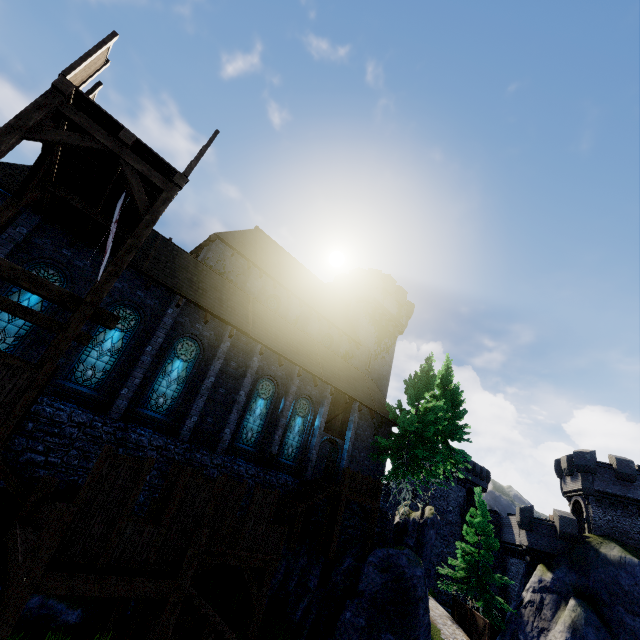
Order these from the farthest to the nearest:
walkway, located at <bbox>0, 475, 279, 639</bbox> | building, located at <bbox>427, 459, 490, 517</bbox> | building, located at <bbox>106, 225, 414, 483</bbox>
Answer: building, located at <bbox>427, 459, 490, 517</bbox> → building, located at <bbox>106, 225, 414, 483</bbox> → walkway, located at <bbox>0, 475, 279, 639</bbox>

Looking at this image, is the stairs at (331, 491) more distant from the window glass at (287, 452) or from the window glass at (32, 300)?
the window glass at (32, 300)

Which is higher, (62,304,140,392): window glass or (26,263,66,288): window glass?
(26,263,66,288): window glass

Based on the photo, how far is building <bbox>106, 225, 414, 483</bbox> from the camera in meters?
15.2 m

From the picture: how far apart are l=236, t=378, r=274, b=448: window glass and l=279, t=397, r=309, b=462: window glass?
1.5m

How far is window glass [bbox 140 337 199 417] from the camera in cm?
1417

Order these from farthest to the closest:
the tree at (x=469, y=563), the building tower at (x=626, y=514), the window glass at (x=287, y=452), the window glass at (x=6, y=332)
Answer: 1. the building tower at (x=626, y=514)
2. the tree at (x=469, y=563)
3. the window glass at (x=287, y=452)
4. the window glass at (x=6, y=332)

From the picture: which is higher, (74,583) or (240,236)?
(240,236)
